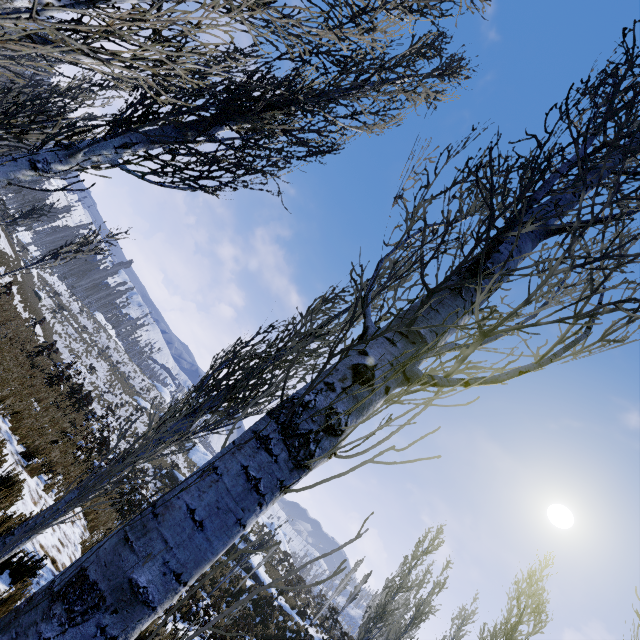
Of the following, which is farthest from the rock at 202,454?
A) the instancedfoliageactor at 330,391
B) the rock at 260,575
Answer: the instancedfoliageactor at 330,391

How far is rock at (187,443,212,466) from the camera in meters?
41.8 m

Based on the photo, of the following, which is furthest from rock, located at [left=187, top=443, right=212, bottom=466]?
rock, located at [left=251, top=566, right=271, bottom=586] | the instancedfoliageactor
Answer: the instancedfoliageactor

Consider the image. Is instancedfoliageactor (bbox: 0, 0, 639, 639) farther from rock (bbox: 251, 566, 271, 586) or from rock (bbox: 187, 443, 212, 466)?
rock (bbox: 187, 443, 212, 466)

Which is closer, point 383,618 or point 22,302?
point 383,618

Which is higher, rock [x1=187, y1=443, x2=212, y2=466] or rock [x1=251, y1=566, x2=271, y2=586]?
rock [x1=187, y1=443, x2=212, y2=466]

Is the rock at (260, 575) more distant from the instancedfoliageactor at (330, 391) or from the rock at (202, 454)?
the rock at (202, 454)
